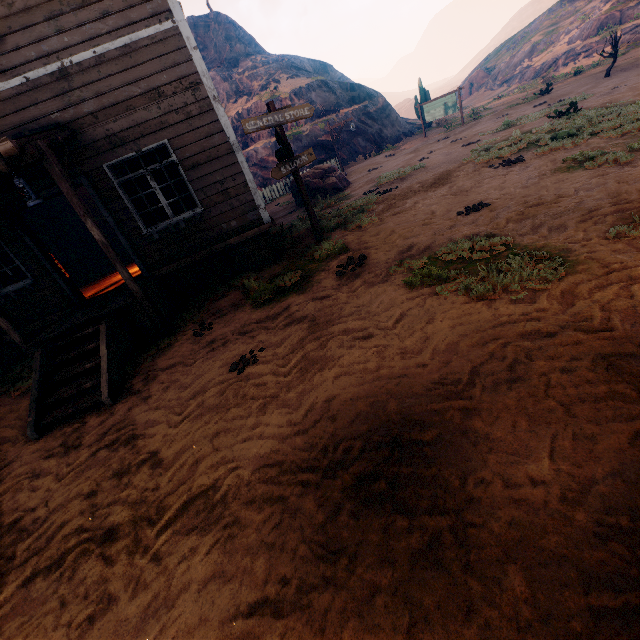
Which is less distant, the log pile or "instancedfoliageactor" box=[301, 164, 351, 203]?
the log pile

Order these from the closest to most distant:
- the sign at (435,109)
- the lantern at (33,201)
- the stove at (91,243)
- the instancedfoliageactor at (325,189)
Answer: the lantern at (33,201)
the stove at (91,243)
the instancedfoliageactor at (325,189)
the sign at (435,109)

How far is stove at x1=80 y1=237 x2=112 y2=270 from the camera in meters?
13.3 m

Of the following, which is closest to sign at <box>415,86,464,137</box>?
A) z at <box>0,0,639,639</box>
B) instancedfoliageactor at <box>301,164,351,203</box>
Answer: z at <box>0,0,639,639</box>

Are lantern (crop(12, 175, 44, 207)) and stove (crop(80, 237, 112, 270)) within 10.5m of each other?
yes

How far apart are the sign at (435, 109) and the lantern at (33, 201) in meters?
24.4 m

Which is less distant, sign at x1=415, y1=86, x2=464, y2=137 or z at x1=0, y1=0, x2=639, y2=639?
z at x1=0, y1=0, x2=639, y2=639

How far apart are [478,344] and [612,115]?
10.73m
